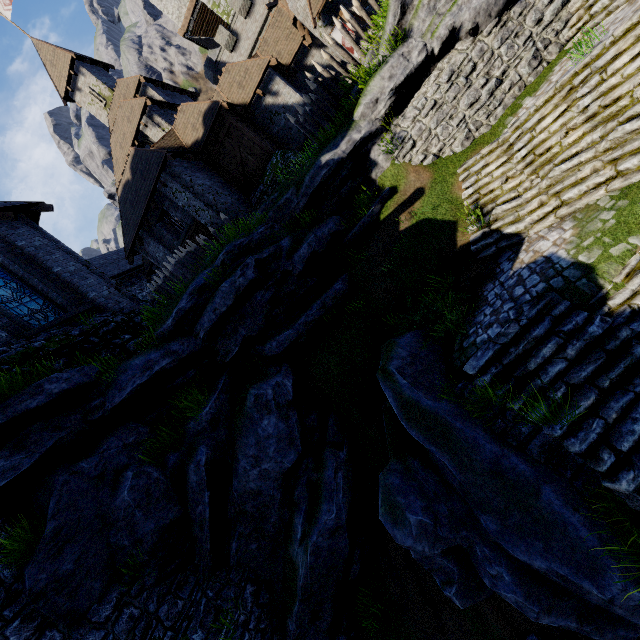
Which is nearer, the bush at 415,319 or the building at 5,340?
the bush at 415,319

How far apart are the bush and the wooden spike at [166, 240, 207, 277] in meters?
9.3 m

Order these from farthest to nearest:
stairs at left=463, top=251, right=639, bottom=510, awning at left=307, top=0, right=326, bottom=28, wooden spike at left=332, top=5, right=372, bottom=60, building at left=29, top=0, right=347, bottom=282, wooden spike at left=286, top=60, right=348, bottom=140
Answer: building at left=29, top=0, right=347, bottom=282 < awning at left=307, top=0, right=326, bottom=28 < wooden spike at left=286, top=60, right=348, bottom=140 < wooden spike at left=332, top=5, right=372, bottom=60 < stairs at left=463, top=251, right=639, bottom=510

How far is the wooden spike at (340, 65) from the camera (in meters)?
13.03

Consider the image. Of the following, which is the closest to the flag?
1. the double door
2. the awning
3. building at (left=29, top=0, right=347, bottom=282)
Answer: building at (left=29, top=0, right=347, bottom=282)

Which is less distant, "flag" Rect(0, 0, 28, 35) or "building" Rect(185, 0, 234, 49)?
"flag" Rect(0, 0, 28, 35)

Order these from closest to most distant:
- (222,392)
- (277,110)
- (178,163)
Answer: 1. (222,392)
2. (178,163)
3. (277,110)

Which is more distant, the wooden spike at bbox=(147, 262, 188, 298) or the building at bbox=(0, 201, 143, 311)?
the wooden spike at bbox=(147, 262, 188, 298)
